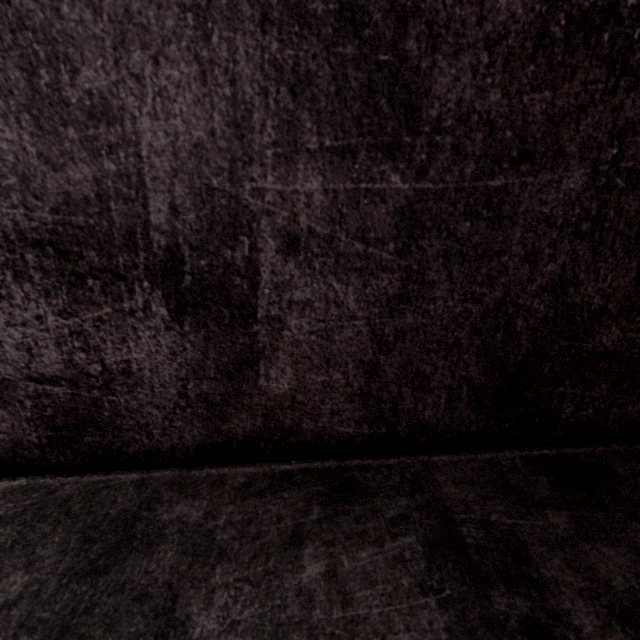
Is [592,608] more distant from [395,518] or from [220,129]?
[220,129]
